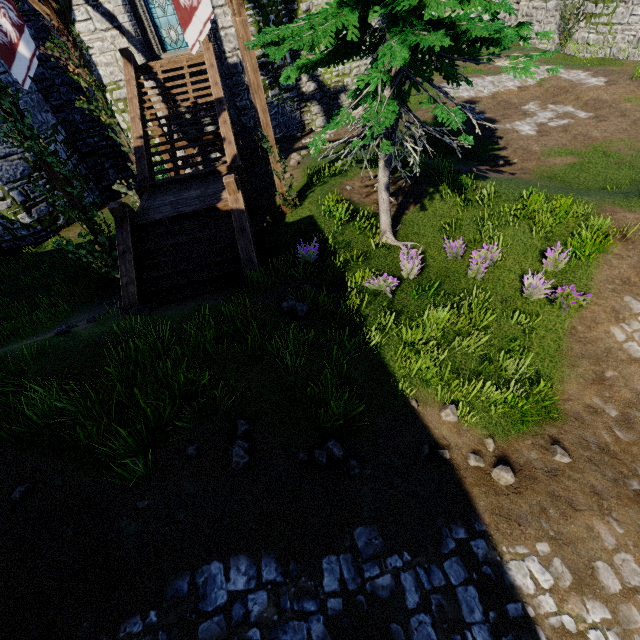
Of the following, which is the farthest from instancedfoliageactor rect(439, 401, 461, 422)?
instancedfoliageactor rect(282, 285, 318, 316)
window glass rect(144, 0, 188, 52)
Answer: window glass rect(144, 0, 188, 52)

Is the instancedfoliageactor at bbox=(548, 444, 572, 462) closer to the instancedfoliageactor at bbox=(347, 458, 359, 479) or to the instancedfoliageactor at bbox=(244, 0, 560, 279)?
the instancedfoliageactor at bbox=(347, 458, 359, 479)

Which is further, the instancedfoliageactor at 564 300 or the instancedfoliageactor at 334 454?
the instancedfoliageactor at 564 300

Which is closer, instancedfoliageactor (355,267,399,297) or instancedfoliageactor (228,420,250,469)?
instancedfoliageactor (228,420,250,469)

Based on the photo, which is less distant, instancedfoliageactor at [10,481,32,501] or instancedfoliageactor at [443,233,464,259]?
instancedfoliageactor at [10,481,32,501]

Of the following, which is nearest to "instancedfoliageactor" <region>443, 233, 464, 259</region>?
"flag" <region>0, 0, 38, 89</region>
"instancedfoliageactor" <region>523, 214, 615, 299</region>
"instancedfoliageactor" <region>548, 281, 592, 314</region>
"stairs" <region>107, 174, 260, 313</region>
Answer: "stairs" <region>107, 174, 260, 313</region>

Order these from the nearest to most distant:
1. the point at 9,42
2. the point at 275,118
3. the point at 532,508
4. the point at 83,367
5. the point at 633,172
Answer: the point at 532,508 → the point at 83,367 → the point at 9,42 → the point at 633,172 → the point at 275,118

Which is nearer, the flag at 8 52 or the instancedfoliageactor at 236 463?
the instancedfoliageactor at 236 463
